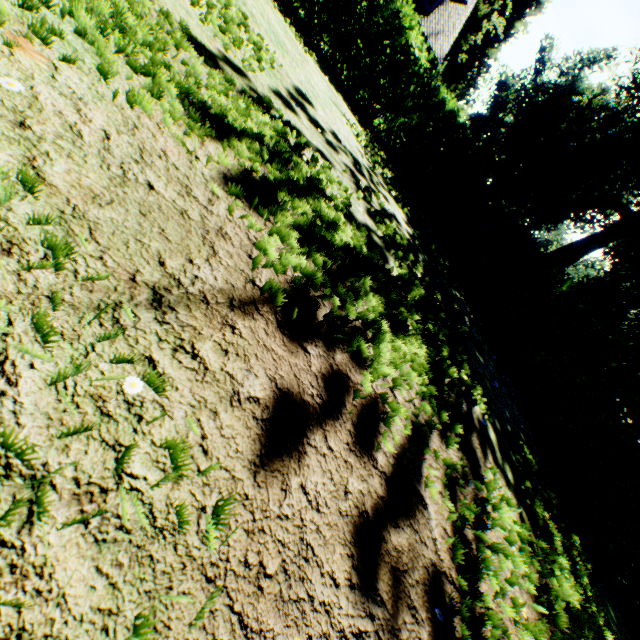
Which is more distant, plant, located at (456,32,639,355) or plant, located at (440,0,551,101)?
plant, located at (440,0,551,101)

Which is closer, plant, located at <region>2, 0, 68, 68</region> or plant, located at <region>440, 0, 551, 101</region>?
plant, located at <region>2, 0, 68, 68</region>

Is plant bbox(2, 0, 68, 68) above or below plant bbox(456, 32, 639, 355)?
below

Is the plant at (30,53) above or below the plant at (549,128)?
below

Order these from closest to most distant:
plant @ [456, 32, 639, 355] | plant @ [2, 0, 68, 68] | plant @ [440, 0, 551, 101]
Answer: plant @ [2, 0, 68, 68], plant @ [456, 32, 639, 355], plant @ [440, 0, 551, 101]

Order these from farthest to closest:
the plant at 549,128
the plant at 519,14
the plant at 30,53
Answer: the plant at 519,14 < the plant at 549,128 < the plant at 30,53

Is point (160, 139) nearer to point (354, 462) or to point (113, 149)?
point (113, 149)
